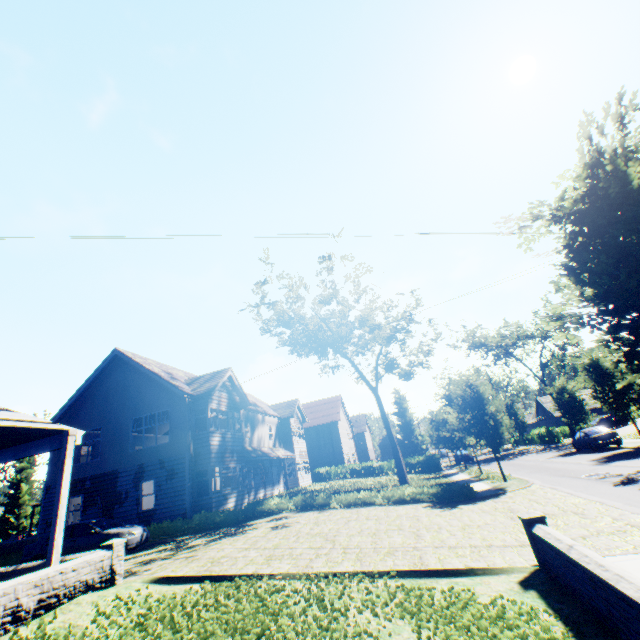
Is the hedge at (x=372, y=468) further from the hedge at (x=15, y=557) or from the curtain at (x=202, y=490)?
the hedge at (x=15, y=557)

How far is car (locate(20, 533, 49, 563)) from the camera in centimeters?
1357cm

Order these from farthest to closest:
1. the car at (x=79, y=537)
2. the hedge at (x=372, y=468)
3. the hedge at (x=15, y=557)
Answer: the hedge at (x=372, y=468) → the hedge at (x=15, y=557) → the car at (x=79, y=537)

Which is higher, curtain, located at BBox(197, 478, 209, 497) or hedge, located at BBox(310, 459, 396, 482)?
curtain, located at BBox(197, 478, 209, 497)

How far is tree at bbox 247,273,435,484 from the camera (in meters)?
25.73

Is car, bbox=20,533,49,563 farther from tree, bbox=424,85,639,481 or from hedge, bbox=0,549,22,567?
tree, bbox=424,85,639,481

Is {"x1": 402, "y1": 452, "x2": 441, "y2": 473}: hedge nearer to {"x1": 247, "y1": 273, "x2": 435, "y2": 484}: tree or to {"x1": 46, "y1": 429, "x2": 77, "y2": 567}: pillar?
{"x1": 247, "y1": 273, "x2": 435, "y2": 484}: tree

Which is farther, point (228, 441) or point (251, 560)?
point (228, 441)
